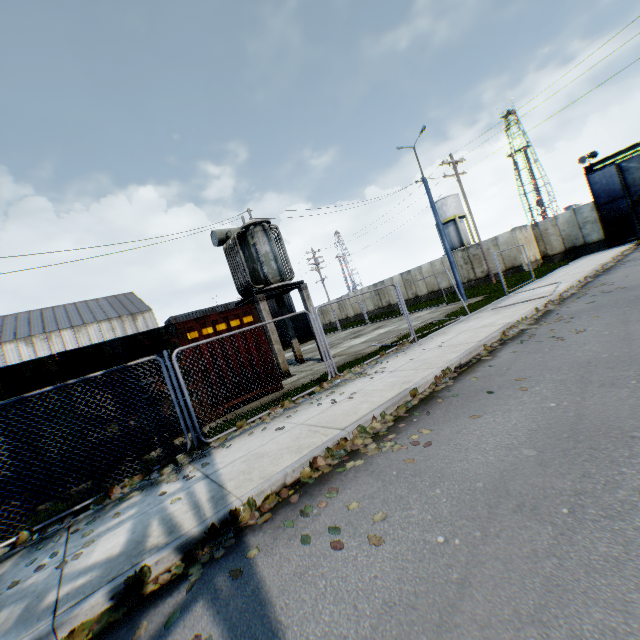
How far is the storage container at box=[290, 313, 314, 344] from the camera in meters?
31.0 m

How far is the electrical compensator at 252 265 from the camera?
13.1 meters

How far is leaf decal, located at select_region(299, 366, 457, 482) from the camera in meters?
4.5

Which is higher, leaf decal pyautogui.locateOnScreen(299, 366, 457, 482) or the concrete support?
the concrete support

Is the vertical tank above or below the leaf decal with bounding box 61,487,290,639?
above

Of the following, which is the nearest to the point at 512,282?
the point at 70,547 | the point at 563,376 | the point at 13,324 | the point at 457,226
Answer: the point at 563,376

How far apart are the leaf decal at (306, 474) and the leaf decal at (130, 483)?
1.70m

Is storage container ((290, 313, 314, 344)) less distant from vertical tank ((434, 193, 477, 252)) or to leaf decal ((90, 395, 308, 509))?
leaf decal ((90, 395, 308, 509))
